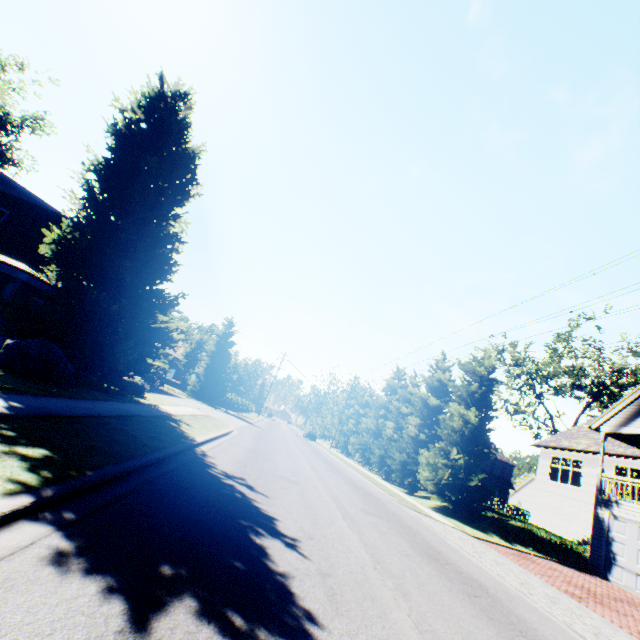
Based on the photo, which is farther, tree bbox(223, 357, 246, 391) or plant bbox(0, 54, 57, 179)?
tree bbox(223, 357, 246, 391)

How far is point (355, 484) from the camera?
16.2 meters

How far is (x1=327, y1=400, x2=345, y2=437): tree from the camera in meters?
55.7 m

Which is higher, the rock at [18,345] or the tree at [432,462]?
the tree at [432,462]

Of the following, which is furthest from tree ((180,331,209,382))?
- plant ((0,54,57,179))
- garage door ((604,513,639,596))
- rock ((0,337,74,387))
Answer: rock ((0,337,74,387))

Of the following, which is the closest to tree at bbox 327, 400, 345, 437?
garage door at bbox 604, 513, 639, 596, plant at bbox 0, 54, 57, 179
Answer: plant at bbox 0, 54, 57, 179

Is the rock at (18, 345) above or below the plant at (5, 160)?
below

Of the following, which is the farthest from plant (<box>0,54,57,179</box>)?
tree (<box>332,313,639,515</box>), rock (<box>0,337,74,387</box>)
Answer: tree (<box>332,313,639,515</box>)
